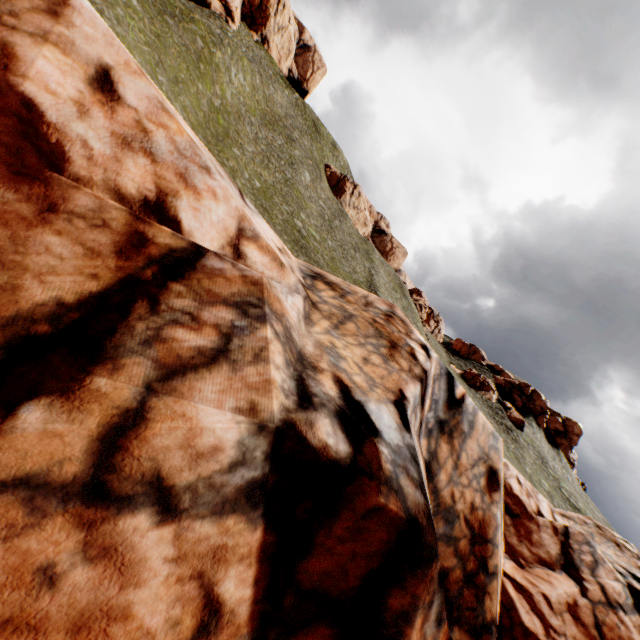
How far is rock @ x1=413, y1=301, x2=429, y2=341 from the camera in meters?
55.7

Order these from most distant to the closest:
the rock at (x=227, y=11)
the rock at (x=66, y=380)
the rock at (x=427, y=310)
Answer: the rock at (x=427, y=310)
the rock at (x=227, y=11)
the rock at (x=66, y=380)

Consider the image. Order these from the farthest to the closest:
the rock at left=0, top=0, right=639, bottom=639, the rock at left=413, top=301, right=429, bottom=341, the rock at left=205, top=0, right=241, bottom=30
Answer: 1. the rock at left=413, top=301, right=429, bottom=341
2. the rock at left=205, top=0, right=241, bottom=30
3. the rock at left=0, top=0, right=639, bottom=639

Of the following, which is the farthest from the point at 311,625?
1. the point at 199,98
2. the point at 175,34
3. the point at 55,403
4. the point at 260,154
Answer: the point at 260,154

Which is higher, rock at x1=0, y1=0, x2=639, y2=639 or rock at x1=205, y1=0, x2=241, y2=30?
rock at x1=205, y1=0, x2=241, y2=30

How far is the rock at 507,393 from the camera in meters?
51.4

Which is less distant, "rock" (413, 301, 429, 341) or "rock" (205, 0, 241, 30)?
"rock" (205, 0, 241, 30)
